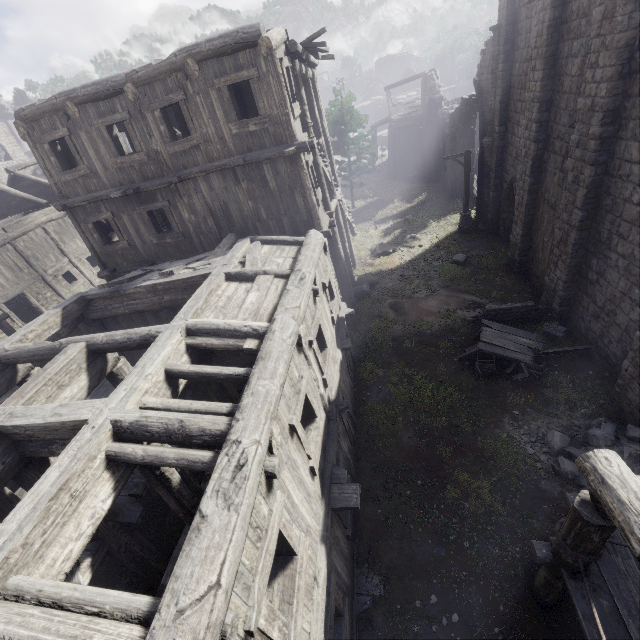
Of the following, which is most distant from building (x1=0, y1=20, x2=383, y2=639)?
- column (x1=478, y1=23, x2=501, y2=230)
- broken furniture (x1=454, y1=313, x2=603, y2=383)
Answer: broken furniture (x1=454, y1=313, x2=603, y2=383)

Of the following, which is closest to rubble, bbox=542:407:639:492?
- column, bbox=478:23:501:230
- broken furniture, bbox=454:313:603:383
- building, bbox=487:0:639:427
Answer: building, bbox=487:0:639:427

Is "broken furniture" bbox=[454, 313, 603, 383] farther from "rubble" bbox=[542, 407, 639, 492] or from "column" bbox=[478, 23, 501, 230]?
"column" bbox=[478, 23, 501, 230]

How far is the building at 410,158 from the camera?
31.1 meters

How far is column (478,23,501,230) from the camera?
15.41m

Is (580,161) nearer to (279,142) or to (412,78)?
(279,142)

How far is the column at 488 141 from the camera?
15.41m

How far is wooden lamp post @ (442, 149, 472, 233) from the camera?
18.4 meters
